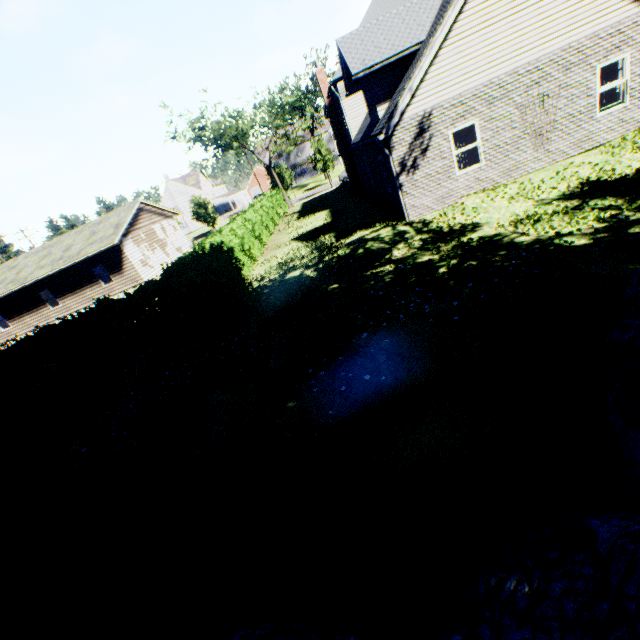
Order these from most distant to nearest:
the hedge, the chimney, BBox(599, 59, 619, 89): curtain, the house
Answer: the house
the chimney
BBox(599, 59, 619, 89): curtain
the hedge

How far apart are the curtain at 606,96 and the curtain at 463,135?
3.9 meters

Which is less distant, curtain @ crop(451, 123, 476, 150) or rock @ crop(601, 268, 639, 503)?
rock @ crop(601, 268, 639, 503)

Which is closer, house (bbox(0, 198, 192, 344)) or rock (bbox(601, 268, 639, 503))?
rock (bbox(601, 268, 639, 503))

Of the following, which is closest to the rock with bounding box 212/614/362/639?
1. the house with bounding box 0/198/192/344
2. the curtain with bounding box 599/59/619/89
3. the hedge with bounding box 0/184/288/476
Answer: the hedge with bounding box 0/184/288/476

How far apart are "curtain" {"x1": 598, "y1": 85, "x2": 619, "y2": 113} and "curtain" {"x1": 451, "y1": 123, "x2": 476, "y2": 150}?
3.91m

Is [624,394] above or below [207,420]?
above
